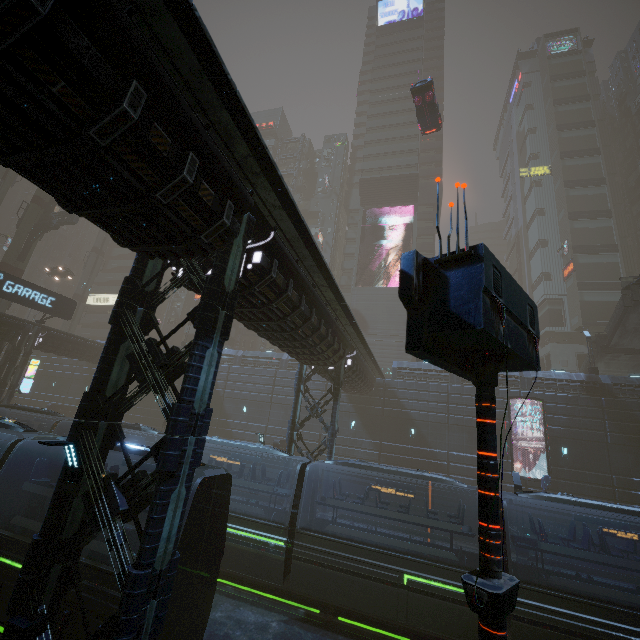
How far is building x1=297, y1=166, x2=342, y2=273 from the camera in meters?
55.2 m

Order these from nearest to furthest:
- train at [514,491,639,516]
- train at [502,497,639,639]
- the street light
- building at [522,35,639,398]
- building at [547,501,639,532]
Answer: the street light, train at [502,497,639,639], train at [514,491,639,516], building at [547,501,639,532], building at [522,35,639,398]

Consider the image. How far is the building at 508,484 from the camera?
26.1m

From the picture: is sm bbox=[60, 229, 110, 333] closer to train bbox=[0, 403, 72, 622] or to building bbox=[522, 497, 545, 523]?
building bbox=[522, 497, 545, 523]

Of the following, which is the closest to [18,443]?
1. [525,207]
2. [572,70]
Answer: [525,207]

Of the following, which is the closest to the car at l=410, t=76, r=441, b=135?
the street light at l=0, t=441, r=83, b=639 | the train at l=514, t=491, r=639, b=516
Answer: the street light at l=0, t=441, r=83, b=639

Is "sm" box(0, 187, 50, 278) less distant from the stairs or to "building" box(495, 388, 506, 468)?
"building" box(495, 388, 506, 468)

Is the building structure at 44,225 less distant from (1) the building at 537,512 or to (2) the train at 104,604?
(1) the building at 537,512
